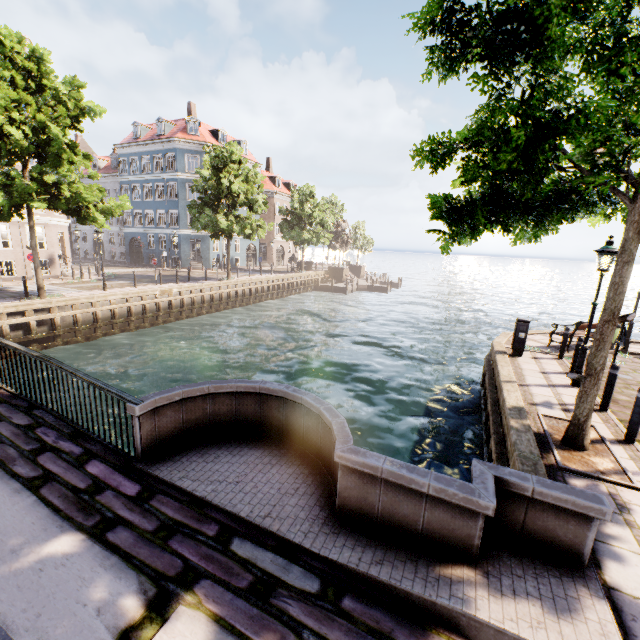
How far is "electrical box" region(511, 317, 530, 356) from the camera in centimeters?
1064cm

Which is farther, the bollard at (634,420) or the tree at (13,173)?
the tree at (13,173)

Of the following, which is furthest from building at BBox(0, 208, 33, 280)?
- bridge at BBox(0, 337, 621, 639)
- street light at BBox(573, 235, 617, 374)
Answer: bridge at BBox(0, 337, 621, 639)

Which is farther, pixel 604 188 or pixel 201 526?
pixel 604 188

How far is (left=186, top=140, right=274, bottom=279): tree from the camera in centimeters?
2455cm

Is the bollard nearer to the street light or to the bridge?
the street light

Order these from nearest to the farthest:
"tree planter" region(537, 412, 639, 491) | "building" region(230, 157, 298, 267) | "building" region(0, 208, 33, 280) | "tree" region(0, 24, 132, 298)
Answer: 1. "tree planter" region(537, 412, 639, 491)
2. "tree" region(0, 24, 132, 298)
3. "building" region(0, 208, 33, 280)
4. "building" region(230, 157, 298, 267)

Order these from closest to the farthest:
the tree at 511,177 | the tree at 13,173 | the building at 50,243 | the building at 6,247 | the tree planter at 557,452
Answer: the tree at 511,177 → the tree planter at 557,452 → the tree at 13,173 → the building at 6,247 → the building at 50,243
